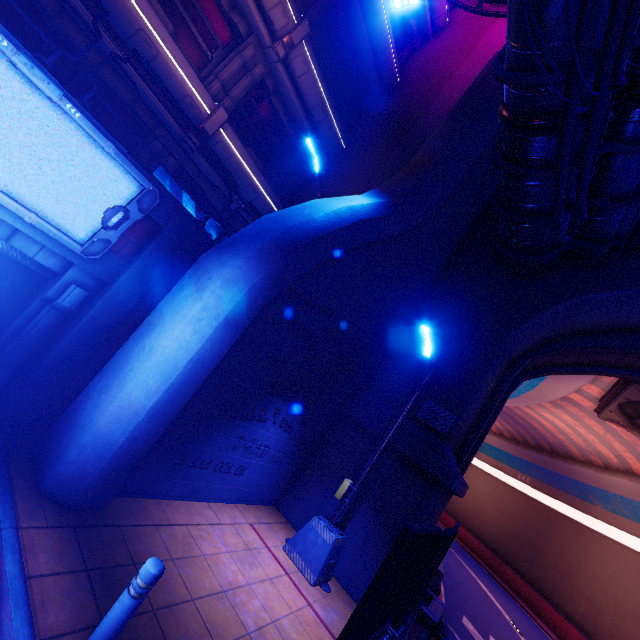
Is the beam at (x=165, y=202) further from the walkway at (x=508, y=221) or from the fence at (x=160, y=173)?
the walkway at (x=508, y=221)

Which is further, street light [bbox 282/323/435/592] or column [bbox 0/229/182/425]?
street light [bbox 282/323/435/592]

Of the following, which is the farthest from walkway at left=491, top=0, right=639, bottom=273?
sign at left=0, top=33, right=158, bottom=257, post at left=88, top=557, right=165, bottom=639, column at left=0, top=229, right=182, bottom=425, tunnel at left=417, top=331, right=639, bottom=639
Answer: post at left=88, top=557, right=165, bottom=639

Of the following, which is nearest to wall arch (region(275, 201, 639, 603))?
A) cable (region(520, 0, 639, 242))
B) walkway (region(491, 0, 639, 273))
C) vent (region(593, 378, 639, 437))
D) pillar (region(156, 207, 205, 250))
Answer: walkway (region(491, 0, 639, 273))

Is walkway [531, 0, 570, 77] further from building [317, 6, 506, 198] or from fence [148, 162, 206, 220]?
fence [148, 162, 206, 220]

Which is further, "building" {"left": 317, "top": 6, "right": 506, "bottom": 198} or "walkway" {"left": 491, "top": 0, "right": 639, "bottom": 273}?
"building" {"left": 317, "top": 6, "right": 506, "bottom": 198}

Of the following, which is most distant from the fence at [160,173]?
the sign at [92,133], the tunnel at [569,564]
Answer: the tunnel at [569,564]

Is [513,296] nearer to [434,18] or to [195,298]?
[195,298]
